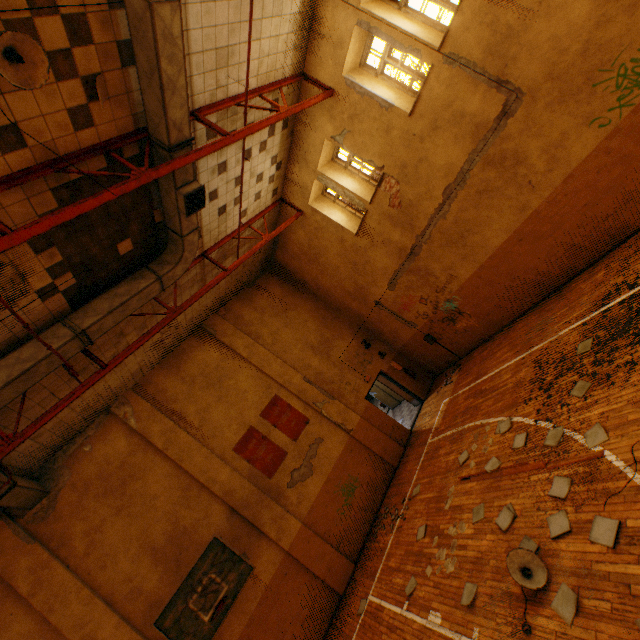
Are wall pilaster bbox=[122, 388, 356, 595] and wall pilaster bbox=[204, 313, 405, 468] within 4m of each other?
yes

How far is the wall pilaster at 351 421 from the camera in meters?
11.6

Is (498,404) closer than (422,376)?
Yes

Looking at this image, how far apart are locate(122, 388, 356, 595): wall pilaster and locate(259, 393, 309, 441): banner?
1.7 meters

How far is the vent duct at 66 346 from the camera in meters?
6.2

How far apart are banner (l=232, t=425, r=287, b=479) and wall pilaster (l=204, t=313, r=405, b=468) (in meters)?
1.72

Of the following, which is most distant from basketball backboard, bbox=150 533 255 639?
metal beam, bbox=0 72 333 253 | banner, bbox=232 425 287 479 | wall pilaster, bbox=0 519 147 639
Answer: metal beam, bbox=0 72 333 253

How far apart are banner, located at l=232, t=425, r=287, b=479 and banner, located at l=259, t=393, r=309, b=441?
0.3m
